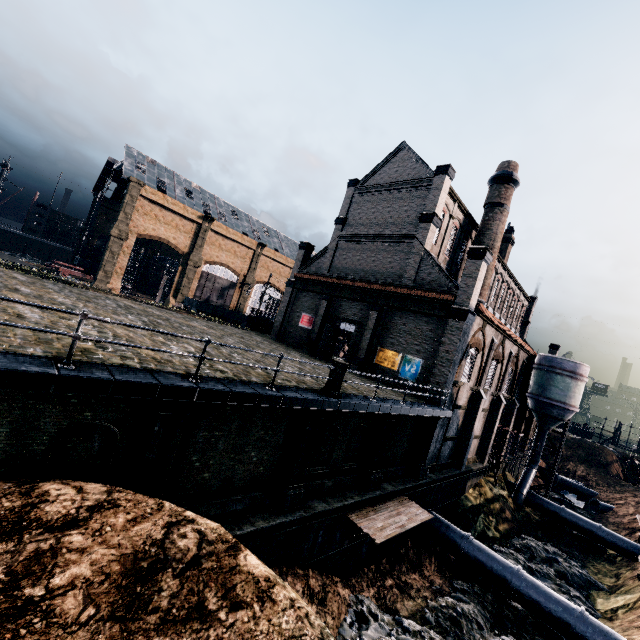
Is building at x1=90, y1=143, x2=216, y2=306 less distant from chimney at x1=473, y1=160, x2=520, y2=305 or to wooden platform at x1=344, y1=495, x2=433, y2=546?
chimney at x1=473, y1=160, x2=520, y2=305

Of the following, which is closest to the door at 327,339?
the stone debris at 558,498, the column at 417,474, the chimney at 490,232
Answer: the chimney at 490,232

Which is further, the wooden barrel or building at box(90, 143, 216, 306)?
building at box(90, 143, 216, 306)

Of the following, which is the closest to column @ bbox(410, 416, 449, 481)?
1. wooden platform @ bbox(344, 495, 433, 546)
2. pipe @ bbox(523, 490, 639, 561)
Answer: wooden platform @ bbox(344, 495, 433, 546)

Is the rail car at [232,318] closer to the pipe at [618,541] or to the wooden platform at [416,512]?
the wooden platform at [416,512]

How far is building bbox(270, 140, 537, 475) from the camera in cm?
2331

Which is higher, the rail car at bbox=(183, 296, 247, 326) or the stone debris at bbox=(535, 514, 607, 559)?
the rail car at bbox=(183, 296, 247, 326)

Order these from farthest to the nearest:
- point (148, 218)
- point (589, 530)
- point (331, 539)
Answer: point (148, 218) → point (589, 530) → point (331, 539)
